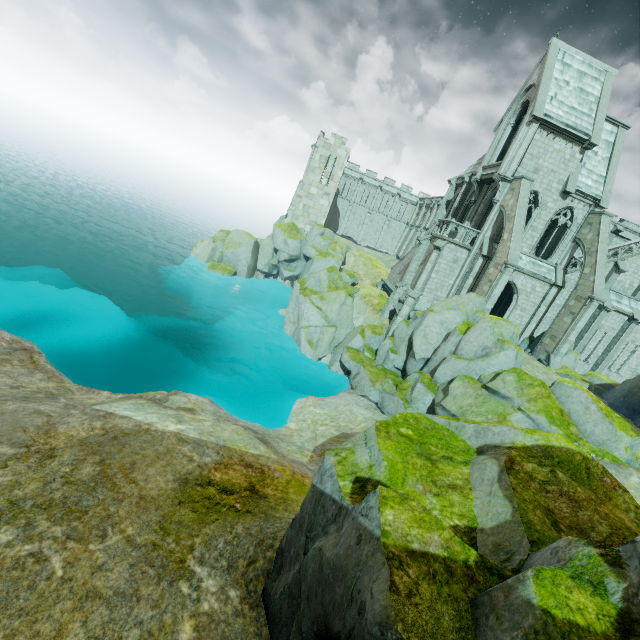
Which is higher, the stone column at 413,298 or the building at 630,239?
the building at 630,239

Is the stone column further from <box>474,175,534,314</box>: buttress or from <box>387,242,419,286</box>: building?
<box>474,175,534,314</box>: buttress

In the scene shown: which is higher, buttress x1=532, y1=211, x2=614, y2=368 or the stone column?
buttress x1=532, y1=211, x2=614, y2=368

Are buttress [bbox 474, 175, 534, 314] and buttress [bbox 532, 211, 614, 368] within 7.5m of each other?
yes

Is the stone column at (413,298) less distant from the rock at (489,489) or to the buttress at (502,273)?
the rock at (489,489)

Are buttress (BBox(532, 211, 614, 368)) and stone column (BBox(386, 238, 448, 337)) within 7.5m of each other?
no

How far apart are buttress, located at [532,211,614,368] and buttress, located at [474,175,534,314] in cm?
588

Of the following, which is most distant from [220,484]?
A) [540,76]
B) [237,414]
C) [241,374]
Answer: [540,76]
